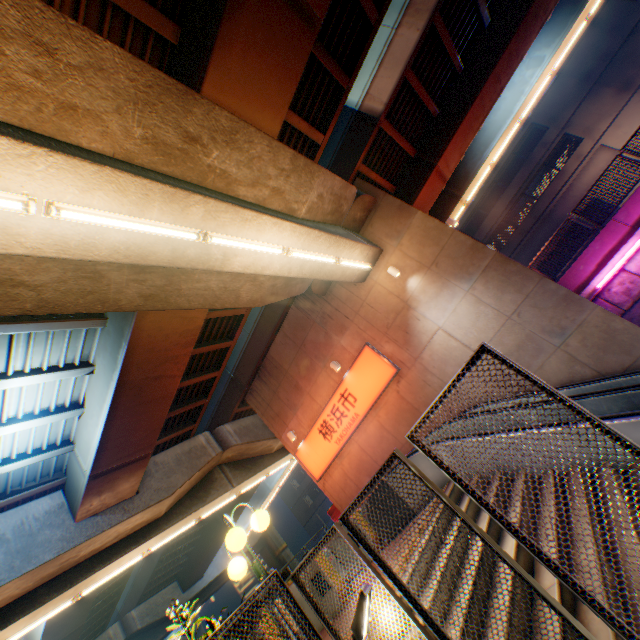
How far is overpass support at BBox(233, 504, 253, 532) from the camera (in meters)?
25.41

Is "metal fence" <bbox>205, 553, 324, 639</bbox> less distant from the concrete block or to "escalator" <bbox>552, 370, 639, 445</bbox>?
the concrete block

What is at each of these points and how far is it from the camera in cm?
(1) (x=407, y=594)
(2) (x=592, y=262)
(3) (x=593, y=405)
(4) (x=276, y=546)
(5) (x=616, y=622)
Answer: (1) metal fence, 320
(2) concrete block, 1208
(3) escalator, 710
(4) overpass support, 3622
(5) metal fence, 229

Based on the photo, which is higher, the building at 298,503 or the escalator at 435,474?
the building at 298,503

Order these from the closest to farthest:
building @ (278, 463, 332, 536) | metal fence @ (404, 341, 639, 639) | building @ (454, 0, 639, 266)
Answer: metal fence @ (404, 341, 639, 639), building @ (454, 0, 639, 266), building @ (278, 463, 332, 536)

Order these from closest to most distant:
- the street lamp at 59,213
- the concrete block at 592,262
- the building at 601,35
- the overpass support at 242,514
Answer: the street lamp at 59,213 < the concrete block at 592,262 < the overpass support at 242,514 < the building at 601,35

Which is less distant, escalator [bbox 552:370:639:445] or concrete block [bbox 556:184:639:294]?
escalator [bbox 552:370:639:445]

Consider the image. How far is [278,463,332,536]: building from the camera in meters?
46.0
